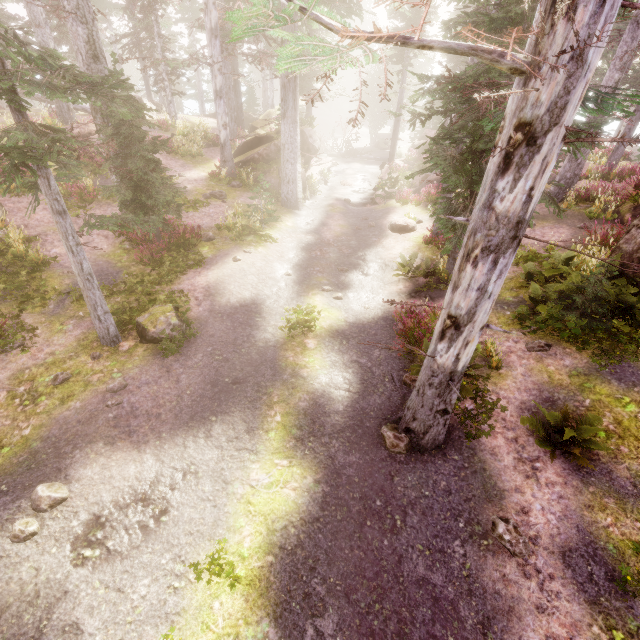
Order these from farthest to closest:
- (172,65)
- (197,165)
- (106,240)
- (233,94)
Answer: (233,94) → (197,165) → (172,65) → (106,240)

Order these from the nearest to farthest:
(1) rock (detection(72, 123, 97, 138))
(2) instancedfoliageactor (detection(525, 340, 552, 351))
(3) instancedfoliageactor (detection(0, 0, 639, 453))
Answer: (3) instancedfoliageactor (detection(0, 0, 639, 453)), (2) instancedfoliageactor (detection(525, 340, 552, 351)), (1) rock (detection(72, 123, 97, 138))

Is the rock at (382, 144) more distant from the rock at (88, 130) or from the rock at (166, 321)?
the rock at (166, 321)

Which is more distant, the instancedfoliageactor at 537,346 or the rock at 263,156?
the rock at 263,156

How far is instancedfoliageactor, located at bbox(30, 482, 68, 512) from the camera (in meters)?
5.16

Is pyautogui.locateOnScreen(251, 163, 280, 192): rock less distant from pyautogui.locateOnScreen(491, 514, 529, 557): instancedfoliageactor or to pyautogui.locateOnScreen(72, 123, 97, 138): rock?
pyautogui.locateOnScreen(491, 514, 529, 557): instancedfoliageactor

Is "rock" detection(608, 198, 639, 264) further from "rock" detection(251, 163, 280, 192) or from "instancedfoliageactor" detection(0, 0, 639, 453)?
"rock" detection(251, 163, 280, 192)
